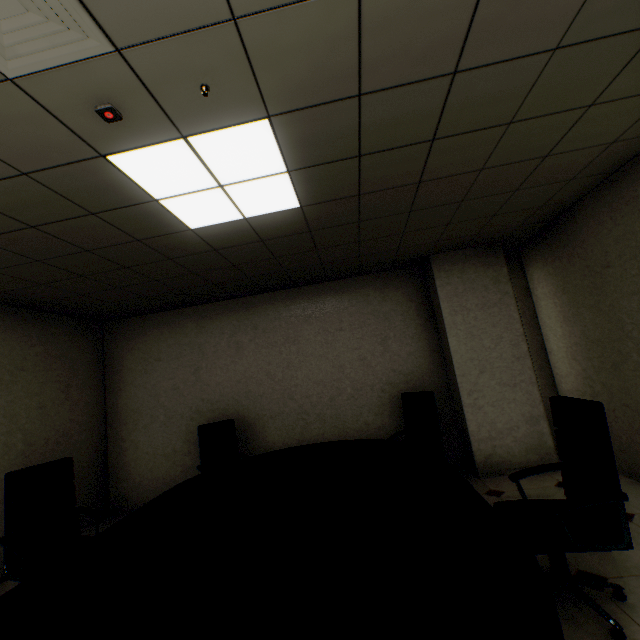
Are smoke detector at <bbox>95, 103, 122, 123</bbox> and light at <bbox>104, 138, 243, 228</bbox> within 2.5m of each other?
yes

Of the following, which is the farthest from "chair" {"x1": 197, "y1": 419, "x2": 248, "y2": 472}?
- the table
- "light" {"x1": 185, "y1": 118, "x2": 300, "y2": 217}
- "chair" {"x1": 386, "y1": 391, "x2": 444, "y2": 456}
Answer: "light" {"x1": 185, "y1": 118, "x2": 300, "y2": 217}

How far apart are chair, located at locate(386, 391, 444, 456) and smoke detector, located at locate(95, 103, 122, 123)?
3.8 meters

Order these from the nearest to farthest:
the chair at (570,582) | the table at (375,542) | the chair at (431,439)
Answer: the table at (375,542) < the chair at (570,582) < the chair at (431,439)

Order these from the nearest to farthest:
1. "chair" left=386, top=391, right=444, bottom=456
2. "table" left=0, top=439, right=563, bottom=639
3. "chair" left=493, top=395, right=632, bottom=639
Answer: "table" left=0, top=439, right=563, bottom=639
"chair" left=493, top=395, right=632, bottom=639
"chair" left=386, top=391, right=444, bottom=456

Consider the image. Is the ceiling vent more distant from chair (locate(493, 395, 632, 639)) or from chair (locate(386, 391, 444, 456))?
chair (locate(386, 391, 444, 456))

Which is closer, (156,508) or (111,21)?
(111,21)

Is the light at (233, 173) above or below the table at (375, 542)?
above
